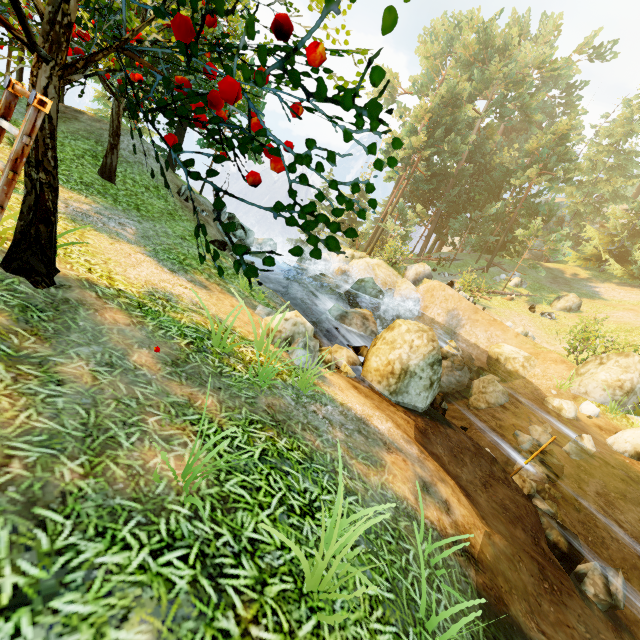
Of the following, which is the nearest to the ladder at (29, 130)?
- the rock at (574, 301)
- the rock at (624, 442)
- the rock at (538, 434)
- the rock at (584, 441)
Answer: the rock at (538, 434)

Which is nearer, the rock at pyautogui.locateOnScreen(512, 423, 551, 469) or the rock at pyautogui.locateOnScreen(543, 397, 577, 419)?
the rock at pyautogui.locateOnScreen(512, 423, 551, 469)

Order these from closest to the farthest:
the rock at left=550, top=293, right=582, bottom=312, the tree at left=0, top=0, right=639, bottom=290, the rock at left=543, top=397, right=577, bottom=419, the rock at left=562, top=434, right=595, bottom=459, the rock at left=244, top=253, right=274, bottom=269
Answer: the tree at left=0, top=0, right=639, bottom=290, the rock at left=562, top=434, right=595, bottom=459, the rock at left=244, top=253, right=274, bottom=269, the rock at left=543, top=397, right=577, bottom=419, the rock at left=550, top=293, right=582, bottom=312

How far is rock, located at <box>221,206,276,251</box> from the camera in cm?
1625

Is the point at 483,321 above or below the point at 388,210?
below

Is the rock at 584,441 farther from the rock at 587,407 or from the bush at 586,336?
the bush at 586,336

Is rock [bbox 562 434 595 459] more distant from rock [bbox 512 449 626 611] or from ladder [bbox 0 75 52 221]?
ladder [bbox 0 75 52 221]

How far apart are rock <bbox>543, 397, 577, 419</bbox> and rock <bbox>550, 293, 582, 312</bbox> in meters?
15.5 m
